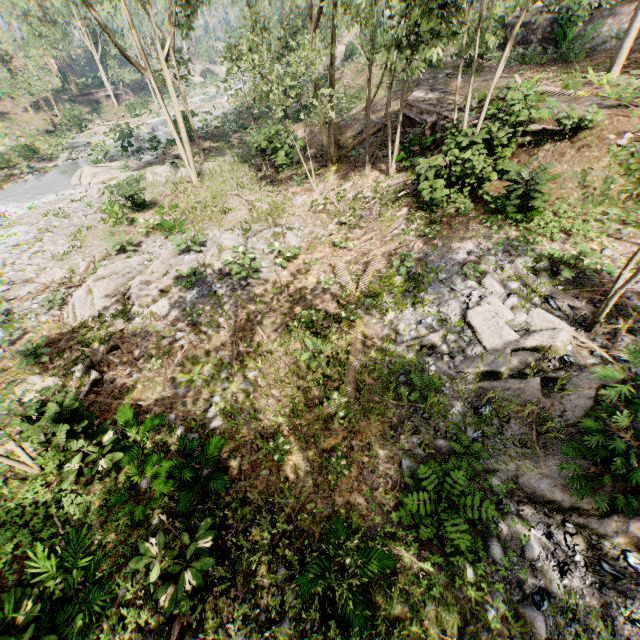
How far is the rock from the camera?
36.8 meters

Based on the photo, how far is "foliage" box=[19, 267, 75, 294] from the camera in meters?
13.3 m

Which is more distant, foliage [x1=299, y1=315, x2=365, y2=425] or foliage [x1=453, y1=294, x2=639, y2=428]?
foliage [x1=299, y1=315, x2=365, y2=425]

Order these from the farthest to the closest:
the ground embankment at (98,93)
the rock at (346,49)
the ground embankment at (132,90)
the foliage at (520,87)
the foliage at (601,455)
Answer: the ground embankment at (132,90), the ground embankment at (98,93), the rock at (346,49), the foliage at (520,87), the foliage at (601,455)

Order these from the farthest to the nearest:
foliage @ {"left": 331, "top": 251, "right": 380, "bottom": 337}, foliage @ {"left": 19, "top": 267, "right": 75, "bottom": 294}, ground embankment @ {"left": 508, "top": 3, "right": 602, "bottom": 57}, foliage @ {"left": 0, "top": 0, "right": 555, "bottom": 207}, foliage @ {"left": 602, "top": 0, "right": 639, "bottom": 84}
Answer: ground embankment @ {"left": 508, "top": 3, "right": 602, "bottom": 57} → foliage @ {"left": 19, "top": 267, "right": 75, "bottom": 294} → foliage @ {"left": 602, "top": 0, "right": 639, "bottom": 84} → foliage @ {"left": 0, "top": 0, "right": 555, "bottom": 207} → foliage @ {"left": 331, "top": 251, "right": 380, "bottom": 337}

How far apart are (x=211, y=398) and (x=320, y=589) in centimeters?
501cm

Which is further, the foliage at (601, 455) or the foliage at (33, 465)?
the foliage at (33, 465)

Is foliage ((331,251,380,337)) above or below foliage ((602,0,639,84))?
below
